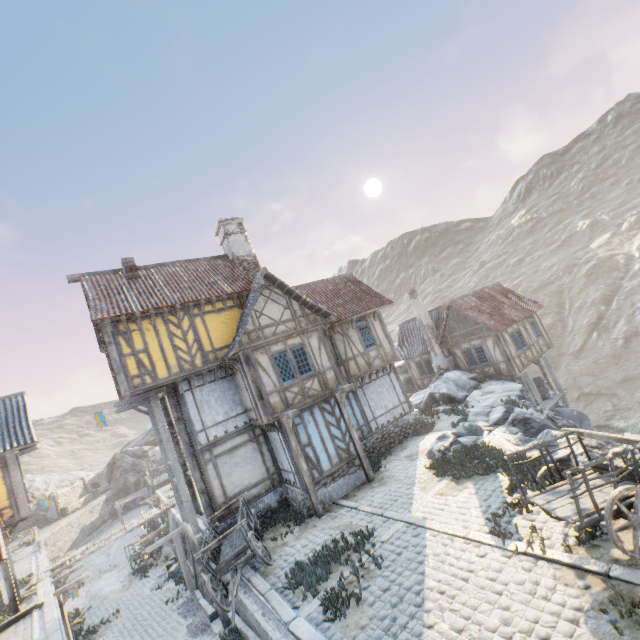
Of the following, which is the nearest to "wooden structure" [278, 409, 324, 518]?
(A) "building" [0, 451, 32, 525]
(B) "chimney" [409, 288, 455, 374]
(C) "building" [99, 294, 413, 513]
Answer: (C) "building" [99, 294, 413, 513]

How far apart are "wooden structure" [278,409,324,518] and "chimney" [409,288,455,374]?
15.0 meters

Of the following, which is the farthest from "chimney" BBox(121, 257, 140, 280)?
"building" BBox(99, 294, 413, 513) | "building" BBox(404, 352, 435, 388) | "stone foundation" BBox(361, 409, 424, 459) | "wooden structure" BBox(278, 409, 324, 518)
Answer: "building" BBox(404, 352, 435, 388)

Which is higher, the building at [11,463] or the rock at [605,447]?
the building at [11,463]

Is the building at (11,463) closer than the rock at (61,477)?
Yes

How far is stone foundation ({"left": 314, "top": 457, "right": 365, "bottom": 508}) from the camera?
12.8 meters

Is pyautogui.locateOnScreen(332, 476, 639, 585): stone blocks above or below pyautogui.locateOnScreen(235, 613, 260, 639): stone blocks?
above

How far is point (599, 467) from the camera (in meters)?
7.09
